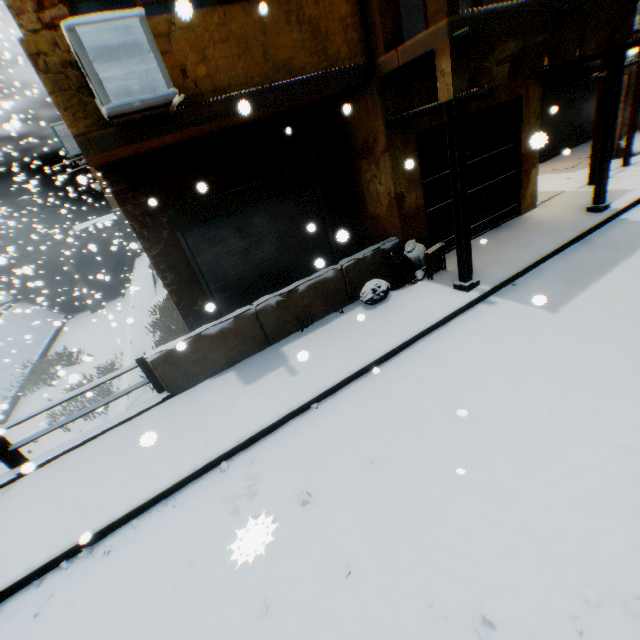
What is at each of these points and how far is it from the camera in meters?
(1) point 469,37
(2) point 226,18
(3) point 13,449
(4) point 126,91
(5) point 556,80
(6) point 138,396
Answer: (1) wooden beam, 4.2 m
(2) building, 4.5 m
(3) bridge, 5.1 m
(4) air conditioner, 3.6 m
(5) rolling overhead door, 12.6 m
(6) concrete channel, 7.5 m

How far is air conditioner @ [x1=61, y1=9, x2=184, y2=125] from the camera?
3.4 meters

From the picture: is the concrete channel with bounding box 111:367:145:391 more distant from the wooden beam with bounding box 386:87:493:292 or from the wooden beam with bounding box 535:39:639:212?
the wooden beam with bounding box 535:39:639:212

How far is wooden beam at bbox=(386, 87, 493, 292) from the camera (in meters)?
4.74

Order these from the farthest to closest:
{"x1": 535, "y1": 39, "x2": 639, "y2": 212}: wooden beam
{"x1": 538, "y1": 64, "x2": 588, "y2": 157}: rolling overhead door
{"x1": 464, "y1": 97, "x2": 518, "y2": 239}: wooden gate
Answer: {"x1": 538, "y1": 64, "x2": 588, "y2": 157}: rolling overhead door → {"x1": 464, "y1": 97, "x2": 518, "y2": 239}: wooden gate → {"x1": 535, "y1": 39, "x2": 639, "y2": 212}: wooden beam

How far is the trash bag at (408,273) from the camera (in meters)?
6.53

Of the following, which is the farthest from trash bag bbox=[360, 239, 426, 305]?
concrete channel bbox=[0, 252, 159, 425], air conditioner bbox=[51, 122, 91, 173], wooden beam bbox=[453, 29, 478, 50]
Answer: air conditioner bbox=[51, 122, 91, 173]

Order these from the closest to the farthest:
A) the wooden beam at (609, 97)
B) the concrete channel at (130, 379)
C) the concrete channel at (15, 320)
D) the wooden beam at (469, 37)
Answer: the wooden beam at (469, 37), the wooden beam at (609, 97), the concrete channel at (130, 379), the concrete channel at (15, 320)
